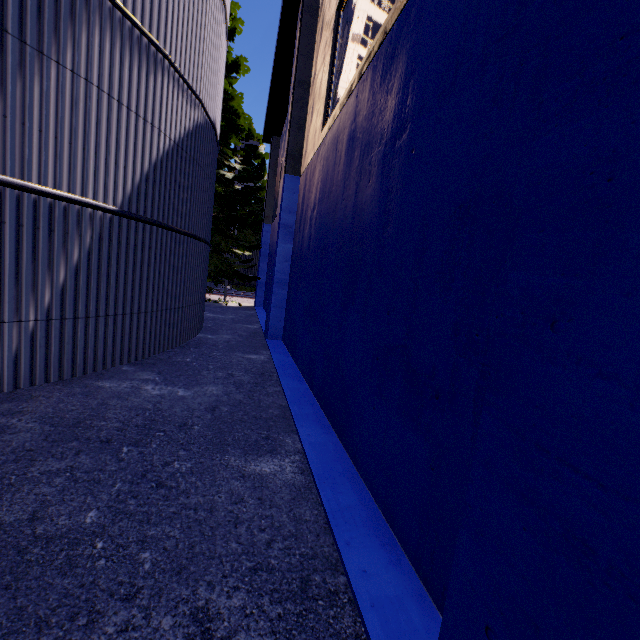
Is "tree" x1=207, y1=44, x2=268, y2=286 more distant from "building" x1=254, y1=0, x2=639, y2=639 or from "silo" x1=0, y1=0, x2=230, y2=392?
"building" x1=254, y1=0, x2=639, y2=639

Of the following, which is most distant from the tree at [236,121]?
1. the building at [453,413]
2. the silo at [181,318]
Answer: the building at [453,413]

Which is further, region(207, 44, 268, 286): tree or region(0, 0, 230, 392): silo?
region(207, 44, 268, 286): tree

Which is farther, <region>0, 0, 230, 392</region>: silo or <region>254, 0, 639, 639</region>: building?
<region>0, 0, 230, 392</region>: silo

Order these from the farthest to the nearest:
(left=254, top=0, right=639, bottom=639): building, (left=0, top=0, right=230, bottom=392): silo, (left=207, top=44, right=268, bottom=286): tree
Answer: (left=207, top=44, right=268, bottom=286): tree, (left=0, top=0, right=230, bottom=392): silo, (left=254, top=0, right=639, bottom=639): building

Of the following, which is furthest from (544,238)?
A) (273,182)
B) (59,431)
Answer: (273,182)

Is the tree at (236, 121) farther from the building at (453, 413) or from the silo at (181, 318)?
the building at (453, 413)

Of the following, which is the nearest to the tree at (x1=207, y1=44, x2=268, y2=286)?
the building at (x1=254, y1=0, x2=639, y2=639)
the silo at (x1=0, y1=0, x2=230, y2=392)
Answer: the silo at (x1=0, y1=0, x2=230, y2=392)
